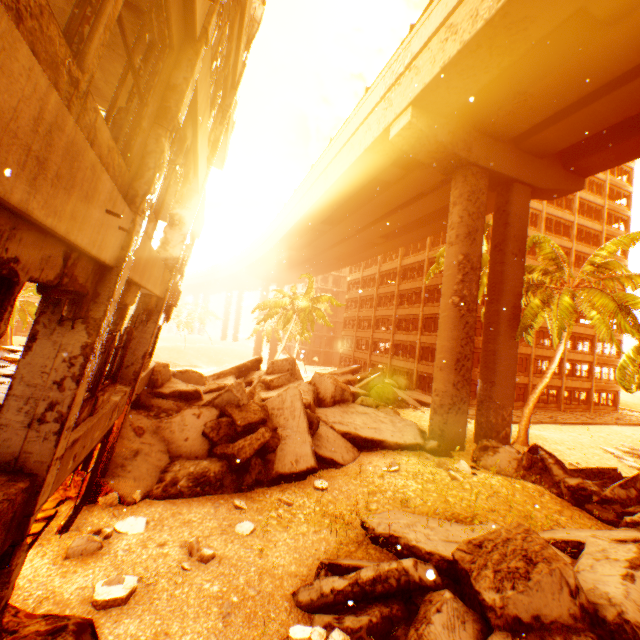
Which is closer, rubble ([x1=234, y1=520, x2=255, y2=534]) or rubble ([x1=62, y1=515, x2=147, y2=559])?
rubble ([x1=62, y1=515, x2=147, y2=559])

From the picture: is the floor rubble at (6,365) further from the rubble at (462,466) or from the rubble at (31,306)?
the rubble at (462,466)

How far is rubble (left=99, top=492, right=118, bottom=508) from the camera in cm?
738

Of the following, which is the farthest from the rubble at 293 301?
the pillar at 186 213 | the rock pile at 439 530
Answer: the pillar at 186 213

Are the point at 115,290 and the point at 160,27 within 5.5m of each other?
yes

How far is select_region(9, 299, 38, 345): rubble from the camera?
24.5m

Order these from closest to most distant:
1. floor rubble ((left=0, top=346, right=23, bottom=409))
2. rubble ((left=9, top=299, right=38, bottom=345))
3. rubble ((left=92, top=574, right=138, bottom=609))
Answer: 1. rubble ((left=92, top=574, right=138, bottom=609))
2. floor rubble ((left=0, top=346, right=23, bottom=409))
3. rubble ((left=9, top=299, right=38, bottom=345))

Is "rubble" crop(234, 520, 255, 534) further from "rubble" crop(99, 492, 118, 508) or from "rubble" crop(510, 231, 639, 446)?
"rubble" crop(510, 231, 639, 446)
